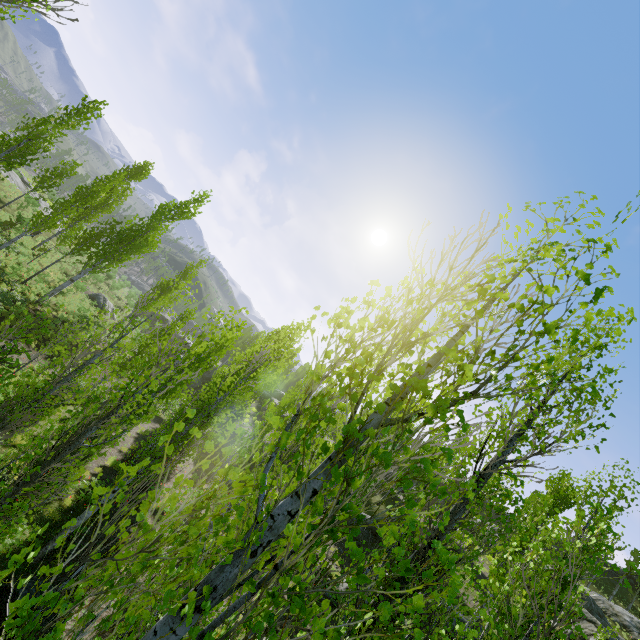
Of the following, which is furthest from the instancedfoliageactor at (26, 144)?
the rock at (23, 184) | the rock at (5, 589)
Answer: the rock at (5, 589)

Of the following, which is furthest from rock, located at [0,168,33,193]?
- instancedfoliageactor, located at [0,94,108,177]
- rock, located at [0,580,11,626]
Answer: rock, located at [0,580,11,626]

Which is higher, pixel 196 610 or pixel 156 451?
pixel 196 610

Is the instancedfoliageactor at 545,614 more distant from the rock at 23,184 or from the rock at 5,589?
the rock at 5,589

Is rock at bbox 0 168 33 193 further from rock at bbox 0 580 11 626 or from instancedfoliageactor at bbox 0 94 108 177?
rock at bbox 0 580 11 626
